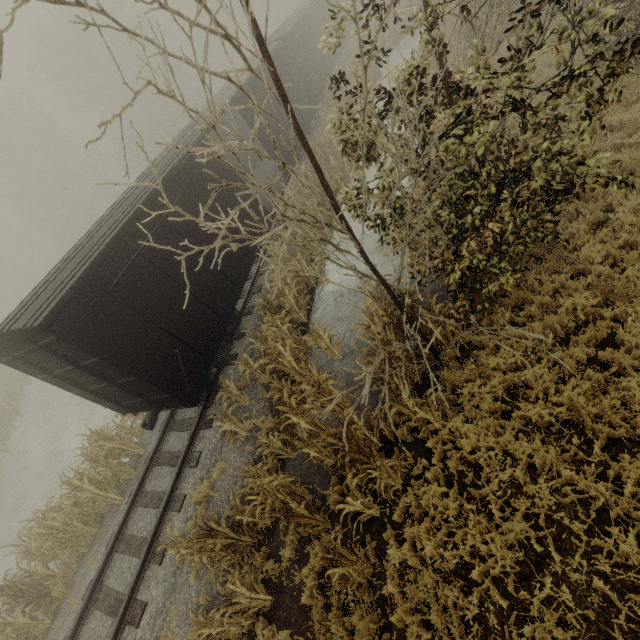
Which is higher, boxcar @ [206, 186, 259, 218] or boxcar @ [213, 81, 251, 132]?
boxcar @ [213, 81, 251, 132]

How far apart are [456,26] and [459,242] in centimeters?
1696cm

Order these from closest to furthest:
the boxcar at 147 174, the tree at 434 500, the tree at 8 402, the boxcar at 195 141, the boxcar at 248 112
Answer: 1. the tree at 434 500
2. the boxcar at 147 174
3. the boxcar at 195 141
4. the boxcar at 248 112
5. the tree at 8 402

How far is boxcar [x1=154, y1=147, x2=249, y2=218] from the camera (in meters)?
8.98

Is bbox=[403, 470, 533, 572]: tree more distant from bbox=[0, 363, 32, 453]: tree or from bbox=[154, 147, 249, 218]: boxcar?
bbox=[0, 363, 32, 453]: tree

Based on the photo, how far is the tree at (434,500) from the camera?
4.6m

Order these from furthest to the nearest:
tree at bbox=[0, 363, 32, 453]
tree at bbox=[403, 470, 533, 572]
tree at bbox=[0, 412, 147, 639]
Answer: tree at bbox=[0, 363, 32, 453], tree at bbox=[0, 412, 147, 639], tree at bbox=[403, 470, 533, 572]
